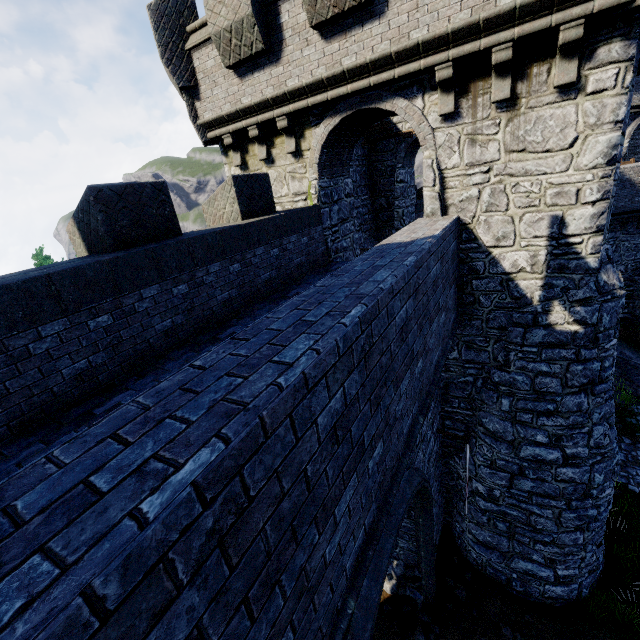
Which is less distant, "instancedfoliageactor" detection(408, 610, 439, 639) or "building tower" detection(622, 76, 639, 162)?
"instancedfoliageactor" detection(408, 610, 439, 639)

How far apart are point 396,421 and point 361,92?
7.2m

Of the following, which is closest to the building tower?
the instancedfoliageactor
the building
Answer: the building

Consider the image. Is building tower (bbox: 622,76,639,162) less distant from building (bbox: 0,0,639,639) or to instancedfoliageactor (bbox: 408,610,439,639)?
building (bbox: 0,0,639,639)

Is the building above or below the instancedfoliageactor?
above

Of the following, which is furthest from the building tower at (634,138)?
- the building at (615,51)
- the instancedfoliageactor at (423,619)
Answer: the instancedfoliageactor at (423,619)
